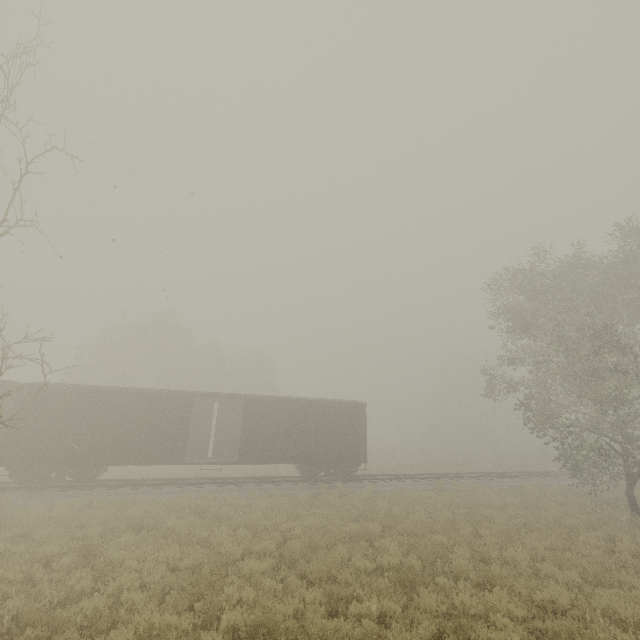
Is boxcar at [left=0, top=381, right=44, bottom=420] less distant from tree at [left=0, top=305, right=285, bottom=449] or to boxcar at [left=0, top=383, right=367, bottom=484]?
boxcar at [left=0, top=383, right=367, bottom=484]

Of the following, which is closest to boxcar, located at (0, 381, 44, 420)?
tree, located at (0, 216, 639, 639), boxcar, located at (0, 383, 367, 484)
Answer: boxcar, located at (0, 383, 367, 484)

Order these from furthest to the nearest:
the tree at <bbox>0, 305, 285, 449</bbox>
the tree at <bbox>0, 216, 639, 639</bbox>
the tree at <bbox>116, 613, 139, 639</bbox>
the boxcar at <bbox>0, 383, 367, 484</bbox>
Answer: the boxcar at <bbox>0, 383, 367, 484</bbox> → the tree at <bbox>0, 305, 285, 449</bbox> → the tree at <bbox>0, 216, 639, 639</bbox> → the tree at <bbox>116, 613, 139, 639</bbox>

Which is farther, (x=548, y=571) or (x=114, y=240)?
(x=548, y=571)

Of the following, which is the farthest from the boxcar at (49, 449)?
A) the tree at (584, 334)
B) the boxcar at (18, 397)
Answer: the tree at (584, 334)
